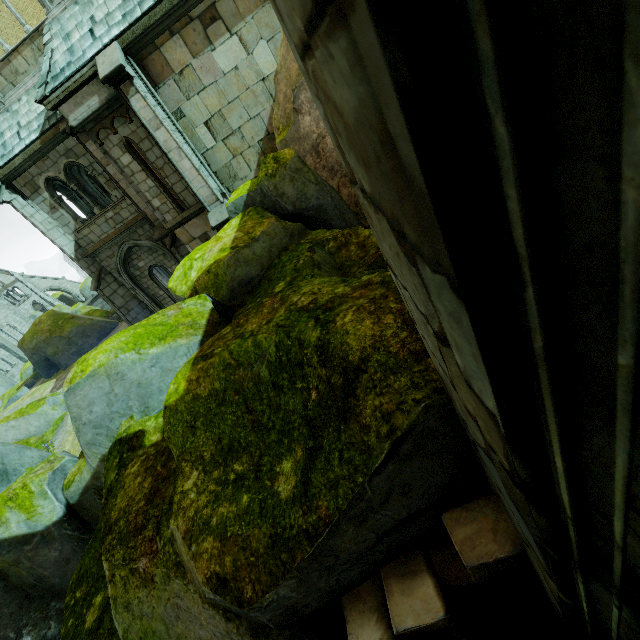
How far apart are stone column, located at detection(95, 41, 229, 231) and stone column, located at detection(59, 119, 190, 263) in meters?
2.6

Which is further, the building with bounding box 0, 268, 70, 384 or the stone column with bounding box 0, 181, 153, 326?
the building with bounding box 0, 268, 70, 384

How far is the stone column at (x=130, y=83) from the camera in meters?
8.0 m

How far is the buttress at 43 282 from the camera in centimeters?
4078cm

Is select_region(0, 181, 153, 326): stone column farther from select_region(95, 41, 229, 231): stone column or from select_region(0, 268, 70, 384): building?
select_region(0, 268, 70, 384): building

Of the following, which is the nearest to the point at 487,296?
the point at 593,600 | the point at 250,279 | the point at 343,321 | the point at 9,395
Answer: the point at 593,600

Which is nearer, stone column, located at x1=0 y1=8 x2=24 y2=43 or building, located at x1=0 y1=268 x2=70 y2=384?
stone column, located at x1=0 y1=8 x2=24 y2=43

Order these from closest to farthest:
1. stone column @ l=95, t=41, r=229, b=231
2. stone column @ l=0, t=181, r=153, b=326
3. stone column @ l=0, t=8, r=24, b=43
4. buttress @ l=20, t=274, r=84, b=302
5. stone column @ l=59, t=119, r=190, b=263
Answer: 1. stone column @ l=95, t=41, r=229, b=231
2. stone column @ l=59, t=119, r=190, b=263
3. stone column @ l=0, t=181, r=153, b=326
4. stone column @ l=0, t=8, r=24, b=43
5. buttress @ l=20, t=274, r=84, b=302
